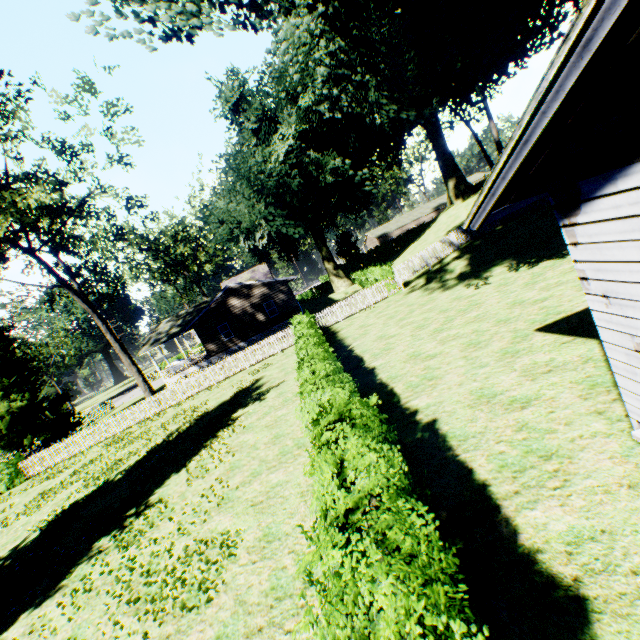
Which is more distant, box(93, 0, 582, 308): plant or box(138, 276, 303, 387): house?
box(138, 276, 303, 387): house

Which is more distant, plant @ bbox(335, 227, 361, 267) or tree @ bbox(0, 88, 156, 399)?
plant @ bbox(335, 227, 361, 267)

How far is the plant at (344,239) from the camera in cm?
5441

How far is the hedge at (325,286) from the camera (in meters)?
56.44

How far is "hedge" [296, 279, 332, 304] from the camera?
56.4m

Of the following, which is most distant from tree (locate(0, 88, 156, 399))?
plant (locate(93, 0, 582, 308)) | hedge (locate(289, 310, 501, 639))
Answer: hedge (locate(289, 310, 501, 639))

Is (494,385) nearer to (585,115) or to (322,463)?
(322,463)

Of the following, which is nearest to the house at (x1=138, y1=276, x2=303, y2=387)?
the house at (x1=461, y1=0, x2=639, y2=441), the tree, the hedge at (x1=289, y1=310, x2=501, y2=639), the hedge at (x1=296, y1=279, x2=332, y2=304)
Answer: the hedge at (x1=296, y1=279, x2=332, y2=304)
